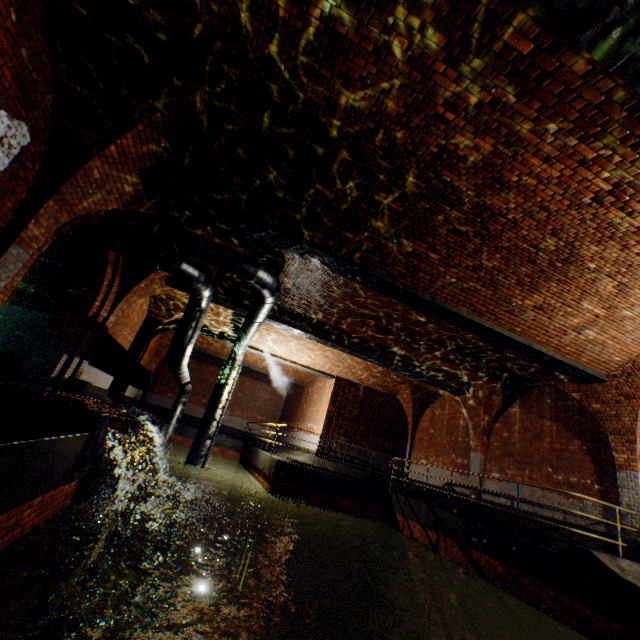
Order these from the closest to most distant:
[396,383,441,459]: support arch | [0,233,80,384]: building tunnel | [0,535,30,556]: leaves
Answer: [0,535,30,556]: leaves < [0,233,80,384]: building tunnel < [396,383,441,459]: support arch

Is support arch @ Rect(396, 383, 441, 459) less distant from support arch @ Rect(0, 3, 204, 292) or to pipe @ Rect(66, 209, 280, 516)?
Answer: support arch @ Rect(0, 3, 204, 292)

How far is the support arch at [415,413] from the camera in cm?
1598

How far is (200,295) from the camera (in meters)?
9.01

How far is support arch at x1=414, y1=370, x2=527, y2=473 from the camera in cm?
1187

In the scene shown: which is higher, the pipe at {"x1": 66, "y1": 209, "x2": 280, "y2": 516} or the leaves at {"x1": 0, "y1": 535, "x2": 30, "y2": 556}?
the pipe at {"x1": 66, "y1": 209, "x2": 280, "y2": 516}

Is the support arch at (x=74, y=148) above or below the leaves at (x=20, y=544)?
above

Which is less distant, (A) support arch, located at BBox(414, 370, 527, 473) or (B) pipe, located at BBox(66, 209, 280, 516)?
(B) pipe, located at BBox(66, 209, 280, 516)
